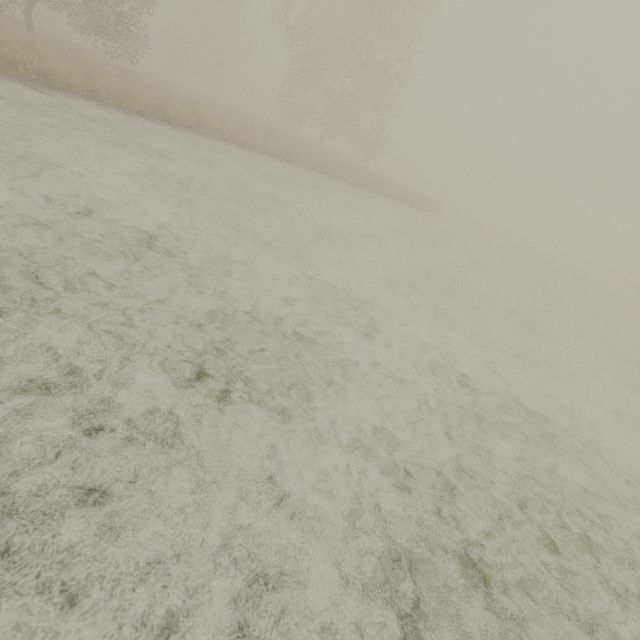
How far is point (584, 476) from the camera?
4.0 meters
